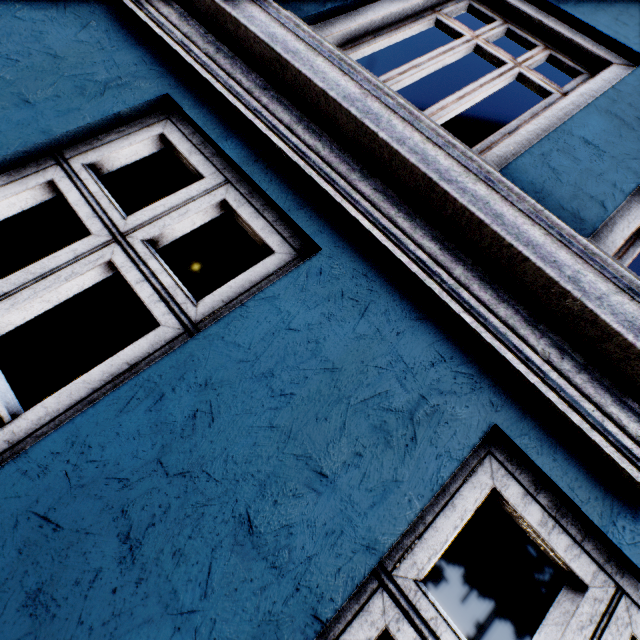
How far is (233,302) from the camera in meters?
1.2 m
